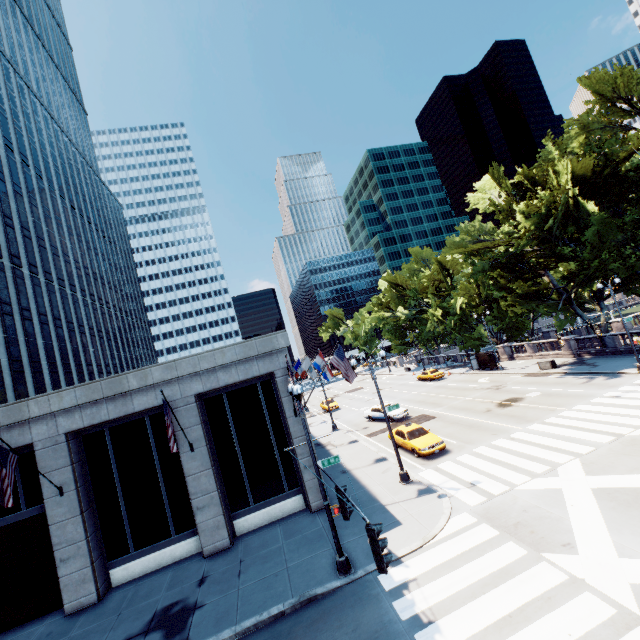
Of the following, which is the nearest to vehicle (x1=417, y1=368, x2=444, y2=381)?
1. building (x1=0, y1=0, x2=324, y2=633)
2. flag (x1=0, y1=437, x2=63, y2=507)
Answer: building (x1=0, y1=0, x2=324, y2=633)

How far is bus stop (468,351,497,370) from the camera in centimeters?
4009cm

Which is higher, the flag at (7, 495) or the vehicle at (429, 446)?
the flag at (7, 495)

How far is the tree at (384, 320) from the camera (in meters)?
57.22

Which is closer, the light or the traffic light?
the traffic light

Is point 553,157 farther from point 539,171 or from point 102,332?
point 102,332

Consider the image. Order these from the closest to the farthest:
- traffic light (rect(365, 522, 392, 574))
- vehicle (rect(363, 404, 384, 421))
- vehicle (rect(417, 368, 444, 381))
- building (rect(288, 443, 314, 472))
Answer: traffic light (rect(365, 522, 392, 574))
building (rect(288, 443, 314, 472))
vehicle (rect(363, 404, 384, 421))
vehicle (rect(417, 368, 444, 381))

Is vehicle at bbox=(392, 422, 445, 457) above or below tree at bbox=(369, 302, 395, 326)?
below
